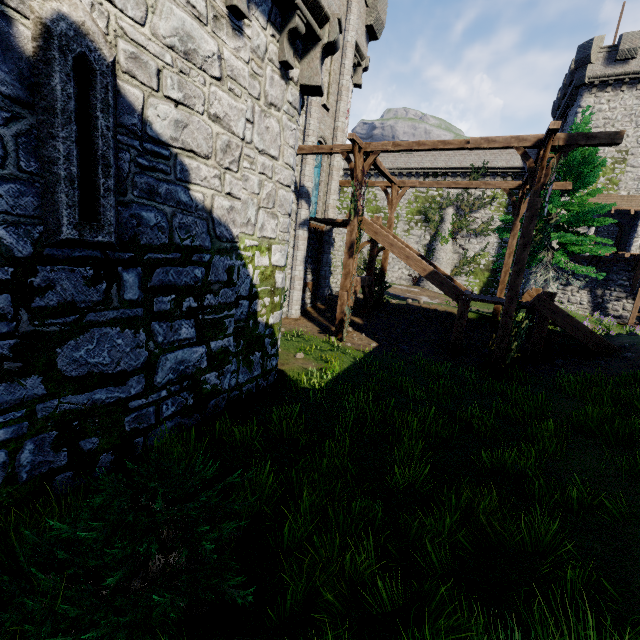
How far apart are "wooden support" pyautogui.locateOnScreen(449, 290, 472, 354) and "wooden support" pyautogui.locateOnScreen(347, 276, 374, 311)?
4.47m

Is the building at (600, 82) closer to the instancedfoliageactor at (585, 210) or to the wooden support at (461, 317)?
the instancedfoliageactor at (585, 210)

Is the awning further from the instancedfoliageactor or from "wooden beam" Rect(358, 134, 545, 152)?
"wooden beam" Rect(358, 134, 545, 152)

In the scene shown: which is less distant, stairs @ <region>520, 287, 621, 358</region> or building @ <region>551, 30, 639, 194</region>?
stairs @ <region>520, 287, 621, 358</region>

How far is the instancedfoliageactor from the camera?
15.21m

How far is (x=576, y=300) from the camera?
30.1 meters

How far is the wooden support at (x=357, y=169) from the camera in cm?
1177

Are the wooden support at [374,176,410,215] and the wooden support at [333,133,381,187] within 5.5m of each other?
yes
